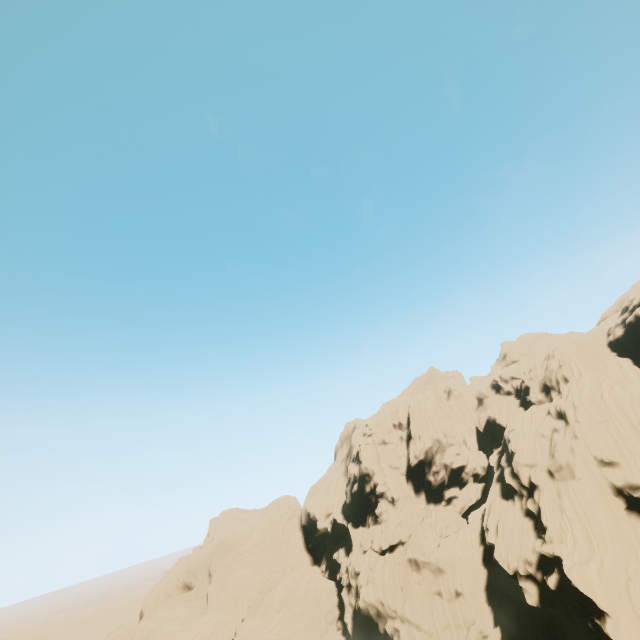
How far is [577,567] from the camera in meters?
30.2 m
